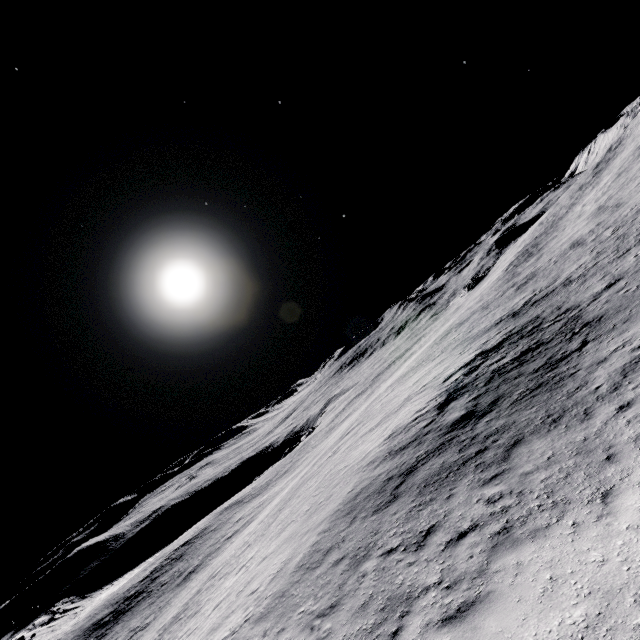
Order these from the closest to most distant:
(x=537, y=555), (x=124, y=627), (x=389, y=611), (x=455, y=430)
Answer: (x=537, y=555) → (x=389, y=611) → (x=455, y=430) → (x=124, y=627)
